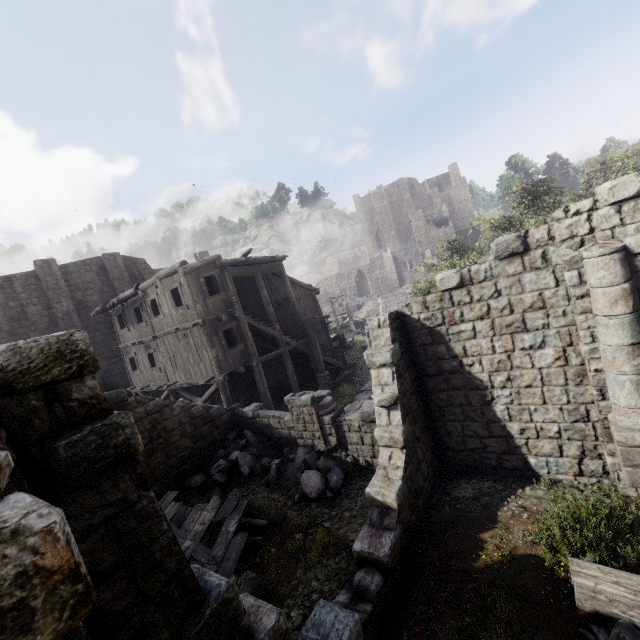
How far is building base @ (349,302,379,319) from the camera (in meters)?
41.88

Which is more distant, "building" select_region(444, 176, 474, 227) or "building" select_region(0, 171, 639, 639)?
"building" select_region(444, 176, 474, 227)

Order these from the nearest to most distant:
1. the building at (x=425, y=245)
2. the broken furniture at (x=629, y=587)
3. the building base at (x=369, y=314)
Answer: the broken furniture at (x=629, y=587), the building base at (x=369, y=314), the building at (x=425, y=245)

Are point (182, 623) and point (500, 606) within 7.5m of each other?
yes

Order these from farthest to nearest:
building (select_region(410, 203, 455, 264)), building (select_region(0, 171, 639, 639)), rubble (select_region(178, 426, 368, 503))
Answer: building (select_region(410, 203, 455, 264))
rubble (select_region(178, 426, 368, 503))
building (select_region(0, 171, 639, 639))

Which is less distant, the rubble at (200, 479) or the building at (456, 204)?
the rubble at (200, 479)

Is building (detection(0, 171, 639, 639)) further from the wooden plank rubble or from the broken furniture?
the broken furniture
